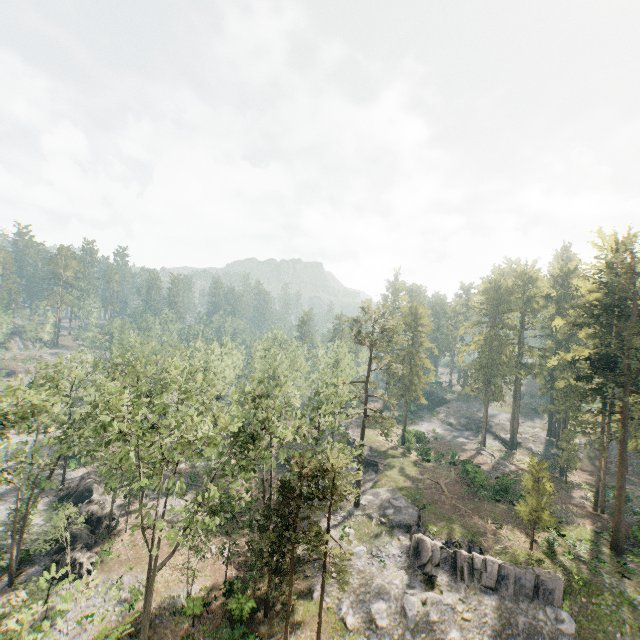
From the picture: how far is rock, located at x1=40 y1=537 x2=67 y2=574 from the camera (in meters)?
28.57

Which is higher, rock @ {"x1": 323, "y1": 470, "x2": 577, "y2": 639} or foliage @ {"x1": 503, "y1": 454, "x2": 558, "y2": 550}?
foliage @ {"x1": 503, "y1": 454, "x2": 558, "y2": 550}

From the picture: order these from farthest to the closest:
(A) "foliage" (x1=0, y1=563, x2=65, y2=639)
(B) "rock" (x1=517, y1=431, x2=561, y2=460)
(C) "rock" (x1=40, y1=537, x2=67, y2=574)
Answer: (B) "rock" (x1=517, y1=431, x2=561, y2=460) → (C) "rock" (x1=40, y1=537, x2=67, y2=574) → (A) "foliage" (x1=0, y1=563, x2=65, y2=639)

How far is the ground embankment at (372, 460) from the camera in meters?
46.6

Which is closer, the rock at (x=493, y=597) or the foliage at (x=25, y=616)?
the foliage at (x=25, y=616)

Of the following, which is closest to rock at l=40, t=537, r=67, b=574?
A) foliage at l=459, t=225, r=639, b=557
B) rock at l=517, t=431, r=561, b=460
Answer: foliage at l=459, t=225, r=639, b=557

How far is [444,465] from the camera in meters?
47.8 m

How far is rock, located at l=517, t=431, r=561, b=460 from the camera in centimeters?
5481cm
